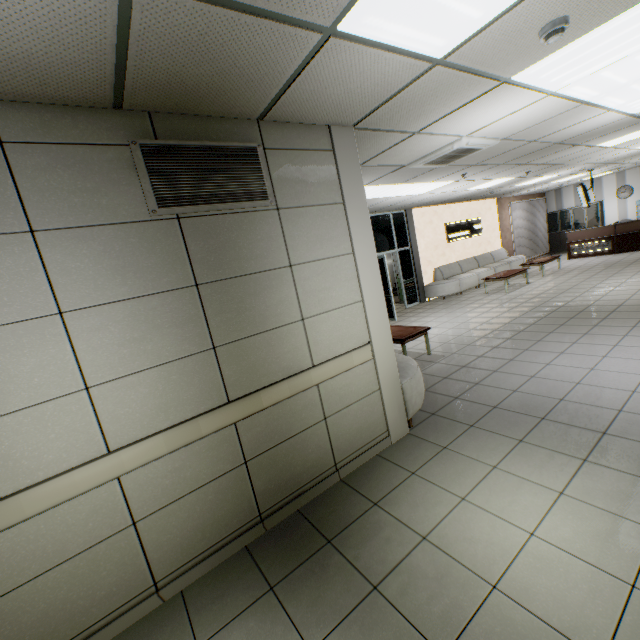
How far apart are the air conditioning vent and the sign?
7.08m

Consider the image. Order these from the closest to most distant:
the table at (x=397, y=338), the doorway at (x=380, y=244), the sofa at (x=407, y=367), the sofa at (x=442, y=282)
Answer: the sofa at (x=407, y=367) < the table at (x=397, y=338) < the doorway at (x=380, y=244) < the sofa at (x=442, y=282)

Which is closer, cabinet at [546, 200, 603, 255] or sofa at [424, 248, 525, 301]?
sofa at [424, 248, 525, 301]

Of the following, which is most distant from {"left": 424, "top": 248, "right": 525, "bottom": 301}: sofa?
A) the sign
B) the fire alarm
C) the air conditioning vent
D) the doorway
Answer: the fire alarm

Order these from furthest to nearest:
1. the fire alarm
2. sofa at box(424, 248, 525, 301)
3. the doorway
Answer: A: sofa at box(424, 248, 525, 301) < the doorway < the fire alarm

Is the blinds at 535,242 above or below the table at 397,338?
above

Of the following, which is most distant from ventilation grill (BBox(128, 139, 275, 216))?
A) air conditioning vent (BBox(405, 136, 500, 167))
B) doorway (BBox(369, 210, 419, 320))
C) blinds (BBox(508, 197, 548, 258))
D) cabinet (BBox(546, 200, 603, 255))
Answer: cabinet (BBox(546, 200, 603, 255))

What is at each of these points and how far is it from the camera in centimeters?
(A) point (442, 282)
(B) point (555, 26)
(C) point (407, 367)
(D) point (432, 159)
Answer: (A) sofa, 1111cm
(B) fire alarm, 212cm
(C) sofa, 393cm
(D) air conditioning vent, 479cm
